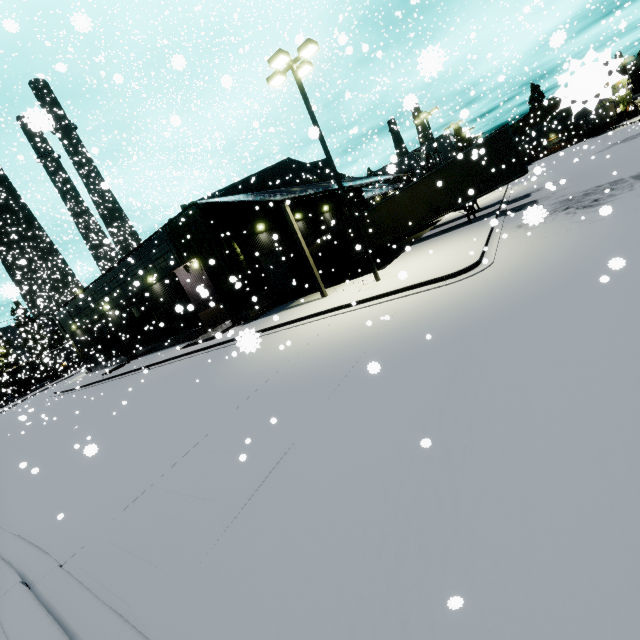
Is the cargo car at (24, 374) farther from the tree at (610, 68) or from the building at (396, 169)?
the tree at (610, 68)

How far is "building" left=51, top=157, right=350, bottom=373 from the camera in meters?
19.8 m

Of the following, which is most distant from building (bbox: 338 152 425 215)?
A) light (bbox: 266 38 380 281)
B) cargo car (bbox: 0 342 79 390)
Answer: light (bbox: 266 38 380 281)

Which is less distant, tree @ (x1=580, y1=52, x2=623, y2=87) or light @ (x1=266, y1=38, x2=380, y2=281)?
tree @ (x1=580, y1=52, x2=623, y2=87)

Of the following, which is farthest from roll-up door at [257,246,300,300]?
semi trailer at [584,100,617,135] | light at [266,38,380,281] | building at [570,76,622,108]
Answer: light at [266,38,380,281]

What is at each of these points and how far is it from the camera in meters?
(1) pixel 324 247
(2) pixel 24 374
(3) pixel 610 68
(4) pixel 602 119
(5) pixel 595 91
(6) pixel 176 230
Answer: (1) semi trailer, 25.4 m
(2) cargo car, 56.4 m
(3) tree, 1.0 m
(4) semi trailer, 52.0 m
(5) building, 1.1 m
(6) tree, 20.7 m

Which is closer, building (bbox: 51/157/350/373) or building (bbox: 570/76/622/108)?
building (bbox: 570/76/622/108)

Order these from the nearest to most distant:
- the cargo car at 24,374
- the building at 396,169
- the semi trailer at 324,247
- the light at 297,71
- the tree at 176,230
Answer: the light at 297,71
the tree at 176,230
the semi trailer at 324,247
the building at 396,169
the cargo car at 24,374
